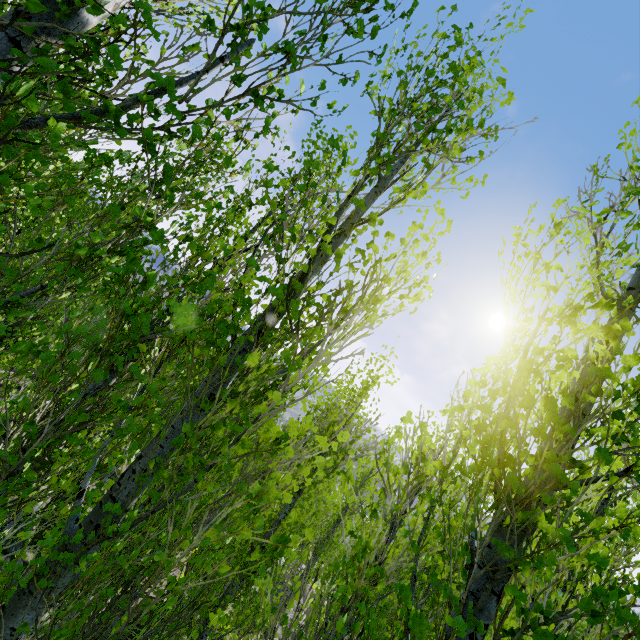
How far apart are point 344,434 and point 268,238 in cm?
137
